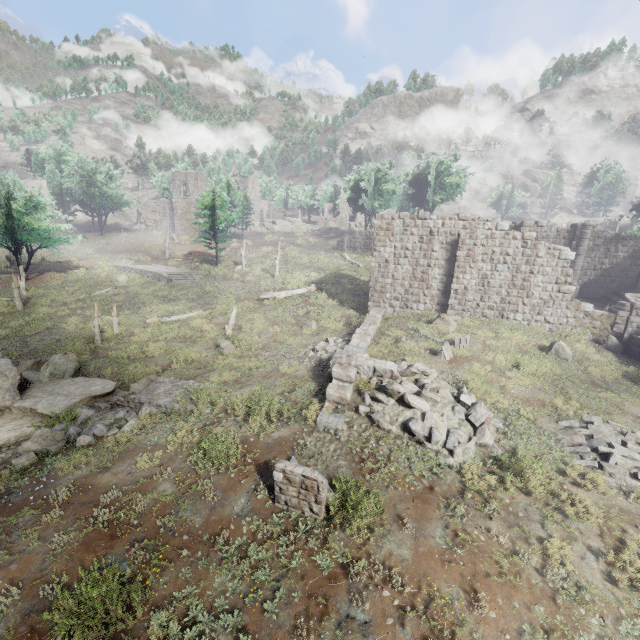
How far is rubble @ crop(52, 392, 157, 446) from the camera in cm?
1073

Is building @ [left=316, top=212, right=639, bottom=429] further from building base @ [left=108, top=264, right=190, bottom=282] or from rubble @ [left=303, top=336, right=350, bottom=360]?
building base @ [left=108, top=264, right=190, bottom=282]

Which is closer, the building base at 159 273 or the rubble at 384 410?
the rubble at 384 410

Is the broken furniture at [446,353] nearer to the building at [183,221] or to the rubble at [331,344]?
the rubble at [331,344]

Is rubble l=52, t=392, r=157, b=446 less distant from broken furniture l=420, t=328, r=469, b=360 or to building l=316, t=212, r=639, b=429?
building l=316, t=212, r=639, b=429

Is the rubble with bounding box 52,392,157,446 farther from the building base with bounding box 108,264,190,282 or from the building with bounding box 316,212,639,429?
the building base with bounding box 108,264,190,282

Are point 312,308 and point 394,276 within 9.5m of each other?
yes

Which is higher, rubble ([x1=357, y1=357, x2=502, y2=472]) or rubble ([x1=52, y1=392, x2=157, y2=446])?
rubble ([x1=357, y1=357, x2=502, y2=472])
